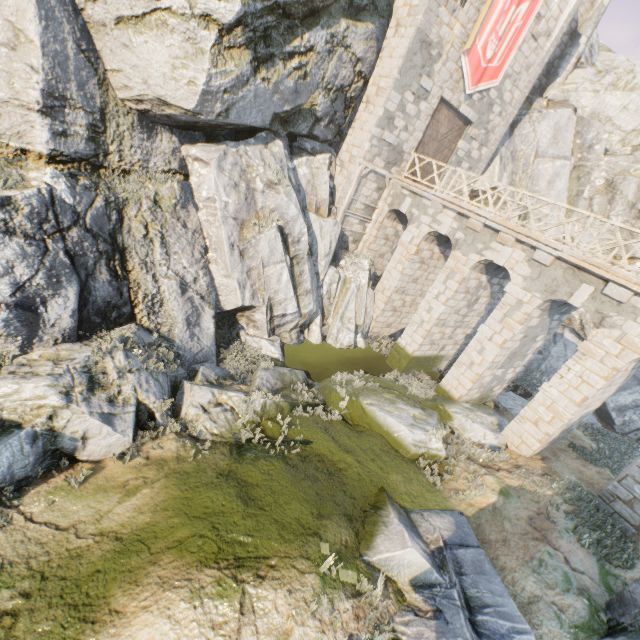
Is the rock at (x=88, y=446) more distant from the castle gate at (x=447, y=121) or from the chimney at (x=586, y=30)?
the castle gate at (x=447, y=121)

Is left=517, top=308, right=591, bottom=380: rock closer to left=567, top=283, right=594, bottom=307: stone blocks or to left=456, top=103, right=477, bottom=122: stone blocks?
left=567, top=283, right=594, bottom=307: stone blocks

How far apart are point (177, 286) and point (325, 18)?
11.7m

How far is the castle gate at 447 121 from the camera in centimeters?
1638cm

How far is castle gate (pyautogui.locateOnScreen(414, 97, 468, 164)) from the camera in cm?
1638

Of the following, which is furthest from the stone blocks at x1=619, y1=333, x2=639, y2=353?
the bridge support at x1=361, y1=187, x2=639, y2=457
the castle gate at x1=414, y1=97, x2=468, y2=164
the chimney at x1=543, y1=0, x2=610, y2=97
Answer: the chimney at x1=543, y1=0, x2=610, y2=97

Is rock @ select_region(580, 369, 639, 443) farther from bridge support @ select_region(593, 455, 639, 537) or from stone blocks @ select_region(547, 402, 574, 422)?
stone blocks @ select_region(547, 402, 574, 422)

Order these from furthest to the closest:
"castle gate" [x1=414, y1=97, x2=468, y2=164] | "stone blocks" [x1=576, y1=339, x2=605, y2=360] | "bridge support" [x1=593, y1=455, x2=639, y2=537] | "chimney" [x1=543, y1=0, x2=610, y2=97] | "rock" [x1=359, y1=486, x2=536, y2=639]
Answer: "chimney" [x1=543, y1=0, x2=610, y2=97] < "castle gate" [x1=414, y1=97, x2=468, y2=164] < "stone blocks" [x1=576, y1=339, x2=605, y2=360] < "bridge support" [x1=593, y1=455, x2=639, y2=537] < "rock" [x1=359, y1=486, x2=536, y2=639]
